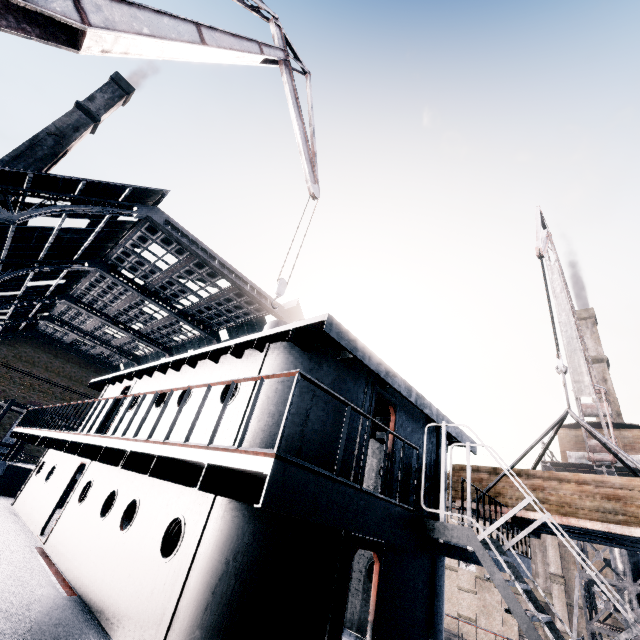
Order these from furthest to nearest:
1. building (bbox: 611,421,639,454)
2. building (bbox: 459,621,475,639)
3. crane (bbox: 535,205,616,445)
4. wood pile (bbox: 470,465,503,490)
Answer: building (bbox: 459,621,475,639) < building (bbox: 611,421,639,454) < crane (bbox: 535,205,616,445) < wood pile (bbox: 470,465,503,490)

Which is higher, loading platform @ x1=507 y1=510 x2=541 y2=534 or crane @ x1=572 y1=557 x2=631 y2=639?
loading platform @ x1=507 y1=510 x2=541 y2=534

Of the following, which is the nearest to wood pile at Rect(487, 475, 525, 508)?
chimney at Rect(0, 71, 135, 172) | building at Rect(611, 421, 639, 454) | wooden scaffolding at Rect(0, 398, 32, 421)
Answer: building at Rect(611, 421, 639, 454)

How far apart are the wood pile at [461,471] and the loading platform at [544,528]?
0.0 meters

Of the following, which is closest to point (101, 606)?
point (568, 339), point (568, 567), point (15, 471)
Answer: point (15, 471)

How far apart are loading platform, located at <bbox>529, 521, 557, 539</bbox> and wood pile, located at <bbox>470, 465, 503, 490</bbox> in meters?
0.0

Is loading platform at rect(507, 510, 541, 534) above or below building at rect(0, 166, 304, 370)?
below
